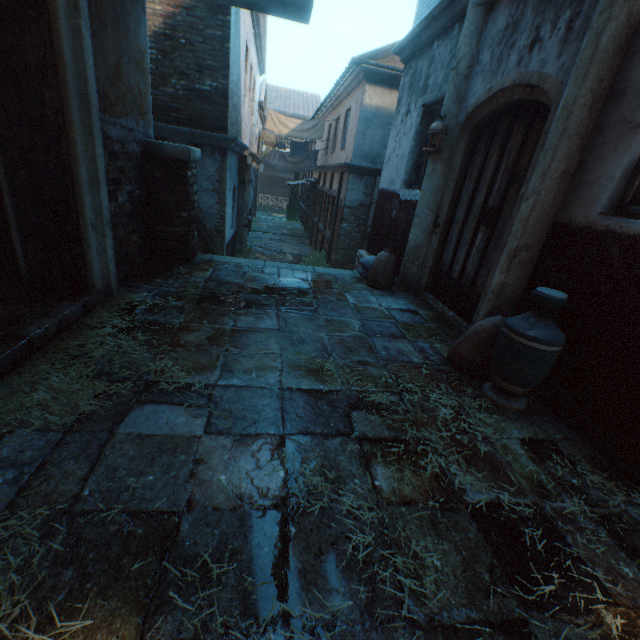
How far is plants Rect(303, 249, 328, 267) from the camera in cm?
1245

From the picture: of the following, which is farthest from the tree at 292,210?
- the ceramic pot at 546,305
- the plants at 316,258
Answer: the ceramic pot at 546,305

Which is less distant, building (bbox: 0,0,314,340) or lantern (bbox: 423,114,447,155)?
building (bbox: 0,0,314,340)

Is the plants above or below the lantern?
below

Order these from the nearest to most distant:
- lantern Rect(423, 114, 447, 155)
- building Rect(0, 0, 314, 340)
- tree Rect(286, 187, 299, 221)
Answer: building Rect(0, 0, 314, 340)
lantern Rect(423, 114, 447, 155)
tree Rect(286, 187, 299, 221)

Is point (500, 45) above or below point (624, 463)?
above

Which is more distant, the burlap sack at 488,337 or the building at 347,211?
the burlap sack at 488,337

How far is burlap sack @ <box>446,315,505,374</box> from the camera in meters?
2.8
